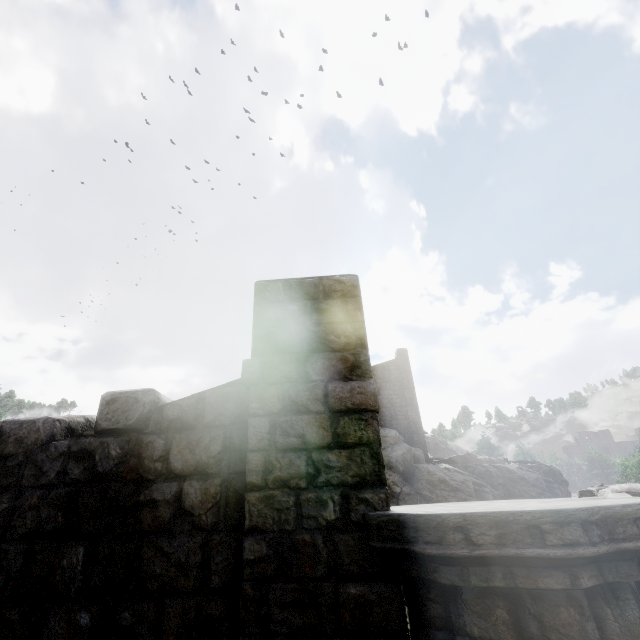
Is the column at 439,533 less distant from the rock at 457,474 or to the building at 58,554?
the building at 58,554

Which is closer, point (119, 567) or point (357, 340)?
point (119, 567)

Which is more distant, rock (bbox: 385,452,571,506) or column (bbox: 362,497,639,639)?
rock (bbox: 385,452,571,506)

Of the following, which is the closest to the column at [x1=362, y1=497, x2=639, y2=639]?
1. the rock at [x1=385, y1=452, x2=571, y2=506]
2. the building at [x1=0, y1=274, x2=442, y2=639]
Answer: the building at [x1=0, y1=274, x2=442, y2=639]

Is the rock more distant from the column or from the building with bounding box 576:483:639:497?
the column

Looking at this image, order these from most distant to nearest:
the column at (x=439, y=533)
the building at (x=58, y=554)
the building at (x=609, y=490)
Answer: the building at (x=609, y=490), the building at (x=58, y=554), the column at (x=439, y=533)

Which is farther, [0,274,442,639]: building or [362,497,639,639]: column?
[0,274,442,639]: building

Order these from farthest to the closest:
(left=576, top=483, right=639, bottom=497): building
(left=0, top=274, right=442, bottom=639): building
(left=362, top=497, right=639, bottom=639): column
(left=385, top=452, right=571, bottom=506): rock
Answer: (left=385, top=452, right=571, bottom=506): rock
(left=576, top=483, right=639, bottom=497): building
(left=0, top=274, right=442, bottom=639): building
(left=362, top=497, right=639, bottom=639): column
